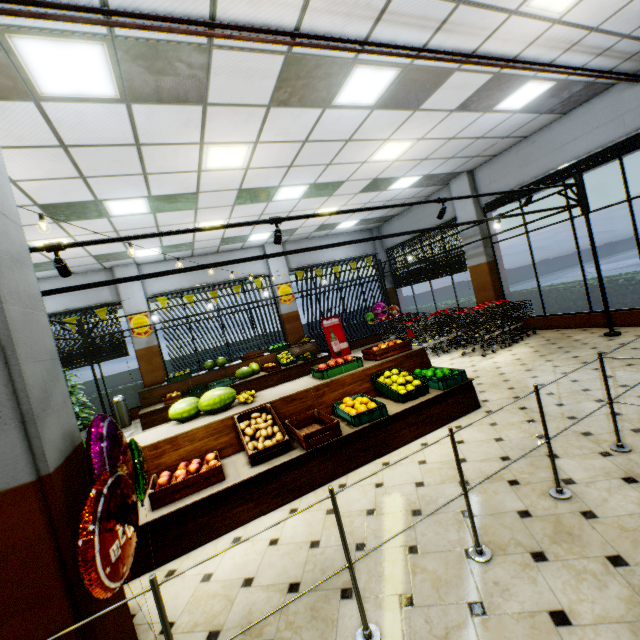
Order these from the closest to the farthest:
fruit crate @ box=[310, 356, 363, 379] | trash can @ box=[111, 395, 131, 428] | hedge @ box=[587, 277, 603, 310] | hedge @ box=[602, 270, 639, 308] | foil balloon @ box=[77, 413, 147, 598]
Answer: foil balloon @ box=[77, 413, 147, 598] → fruit crate @ box=[310, 356, 363, 379] → hedge @ box=[602, 270, 639, 308] → hedge @ box=[587, 277, 603, 310] → trash can @ box=[111, 395, 131, 428]

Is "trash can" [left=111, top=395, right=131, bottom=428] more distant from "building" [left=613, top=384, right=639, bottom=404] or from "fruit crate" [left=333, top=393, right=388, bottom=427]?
"fruit crate" [left=333, top=393, right=388, bottom=427]

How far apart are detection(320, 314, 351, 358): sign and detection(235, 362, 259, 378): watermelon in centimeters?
302cm

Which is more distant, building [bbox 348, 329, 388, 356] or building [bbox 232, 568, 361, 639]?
building [bbox 348, 329, 388, 356]

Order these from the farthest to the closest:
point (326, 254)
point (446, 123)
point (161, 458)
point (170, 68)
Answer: point (326, 254) → point (446, 123) → point (161, 458) → point (170, 68)

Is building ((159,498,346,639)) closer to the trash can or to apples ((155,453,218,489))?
the trash can

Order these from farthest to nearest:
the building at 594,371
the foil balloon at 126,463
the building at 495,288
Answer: the building at 594,371 < the building at 495,288 < the foil balloon at 126,463

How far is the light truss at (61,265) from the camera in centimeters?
327cm
